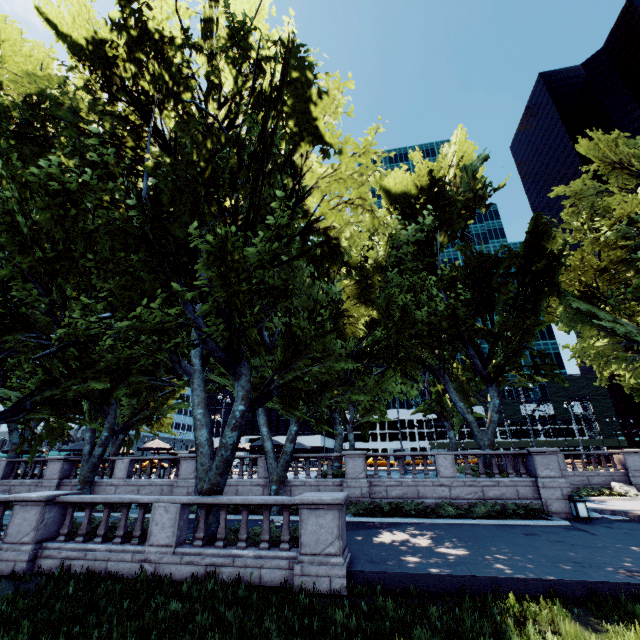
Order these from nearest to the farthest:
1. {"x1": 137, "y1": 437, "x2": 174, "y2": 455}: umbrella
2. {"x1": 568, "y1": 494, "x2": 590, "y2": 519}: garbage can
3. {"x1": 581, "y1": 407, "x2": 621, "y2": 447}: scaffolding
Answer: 1. {"x1": 568, "y1": 494, "x2": 590, "y2": 519}: garbage can
2. {"x1": 137, "y1": 437, "x2": 174, "y2": 455}: umbrella
3. {"x1": 581, "y1": 407, "x2": 621, "y2": 447}: scaffolding

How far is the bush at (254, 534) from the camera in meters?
10.5 m

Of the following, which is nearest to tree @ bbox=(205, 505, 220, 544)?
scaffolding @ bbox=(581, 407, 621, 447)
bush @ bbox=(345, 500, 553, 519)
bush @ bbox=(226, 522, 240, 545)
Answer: bush @ bbox=(226, 522, 240, 545)

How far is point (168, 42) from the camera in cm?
1185

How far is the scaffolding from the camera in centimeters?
5797cm

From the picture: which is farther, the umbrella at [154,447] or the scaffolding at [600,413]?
the scaffolding at [600,413]

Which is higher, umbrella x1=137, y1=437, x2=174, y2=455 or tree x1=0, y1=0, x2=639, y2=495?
tree x1=0, y1=0, x2=639, y2=495

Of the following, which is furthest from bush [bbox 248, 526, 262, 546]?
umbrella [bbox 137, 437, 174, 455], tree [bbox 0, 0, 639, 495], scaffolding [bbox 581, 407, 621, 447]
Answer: scaffolding [bbox 581, 407, 621, 447]
